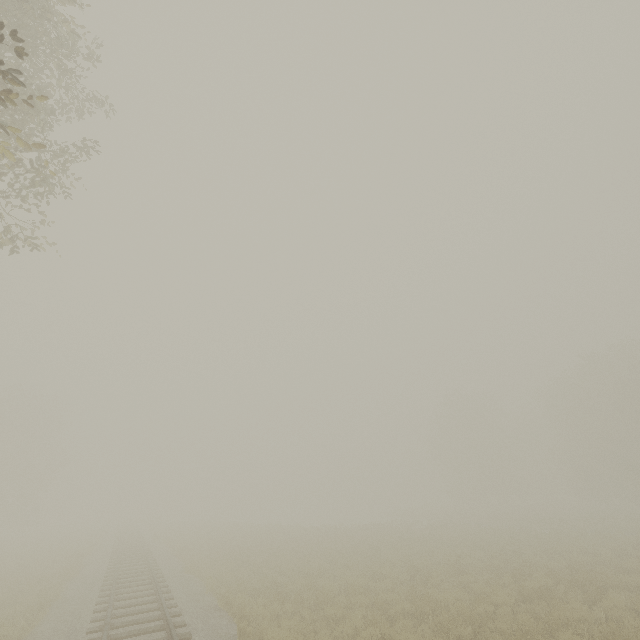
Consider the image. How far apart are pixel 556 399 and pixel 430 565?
40.2m
